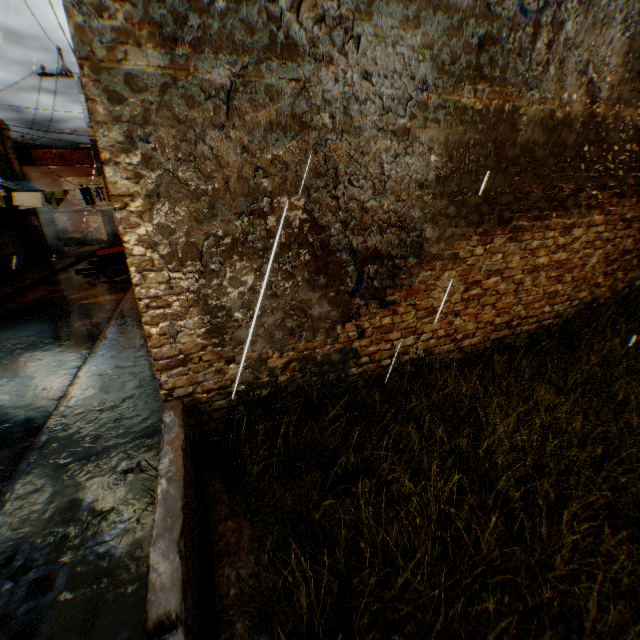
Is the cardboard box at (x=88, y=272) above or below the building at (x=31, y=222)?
below

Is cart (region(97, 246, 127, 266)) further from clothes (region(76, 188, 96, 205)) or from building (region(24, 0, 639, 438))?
clothes (region(76, 188, 96, 205))

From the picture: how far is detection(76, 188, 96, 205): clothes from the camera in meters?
16.1

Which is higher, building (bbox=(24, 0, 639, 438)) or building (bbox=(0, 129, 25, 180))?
building (bbox=(0, 129, 25, 180))

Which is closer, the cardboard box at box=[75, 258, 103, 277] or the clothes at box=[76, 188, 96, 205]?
the clothes at box=[76, 188, 96, 205]

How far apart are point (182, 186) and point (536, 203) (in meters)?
5.38

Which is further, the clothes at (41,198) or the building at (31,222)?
the building at (31,222)

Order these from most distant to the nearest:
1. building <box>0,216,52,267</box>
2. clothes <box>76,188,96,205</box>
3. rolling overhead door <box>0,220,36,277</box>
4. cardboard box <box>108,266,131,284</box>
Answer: building <box>0,216,52,267</box>
rolling overhead door <box>0,220,36,277</box>
clothes <box>76,188,96,205</box>
cardboard box <box>108,266,131,284</box>
